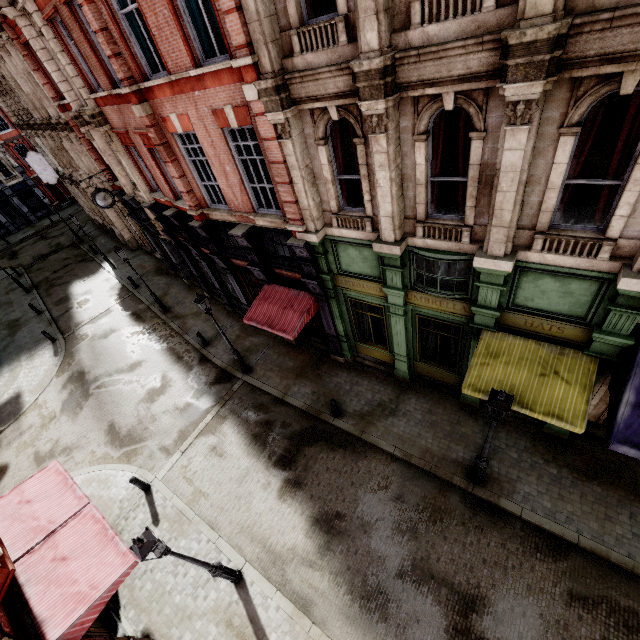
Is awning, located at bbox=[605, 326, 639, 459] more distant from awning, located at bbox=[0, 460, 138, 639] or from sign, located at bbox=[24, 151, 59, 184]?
sign, located at bbox=[24, 151, 59, 184]

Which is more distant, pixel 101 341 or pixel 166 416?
pixel 101 341

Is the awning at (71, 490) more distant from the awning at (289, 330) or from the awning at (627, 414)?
the awning at (627, 414)

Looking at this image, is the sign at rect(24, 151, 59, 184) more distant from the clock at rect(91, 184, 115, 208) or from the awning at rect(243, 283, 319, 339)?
the awning at rect(243, 283, 319, 339)

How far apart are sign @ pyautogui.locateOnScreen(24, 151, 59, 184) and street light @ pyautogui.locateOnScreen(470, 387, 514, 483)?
34.32m

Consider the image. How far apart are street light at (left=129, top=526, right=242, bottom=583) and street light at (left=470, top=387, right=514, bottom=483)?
7.06m

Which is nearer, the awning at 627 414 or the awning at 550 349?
the awning at 627 414

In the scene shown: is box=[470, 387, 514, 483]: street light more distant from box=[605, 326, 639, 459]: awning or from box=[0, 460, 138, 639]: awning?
box=[0, 460, 138, 639]: awning
